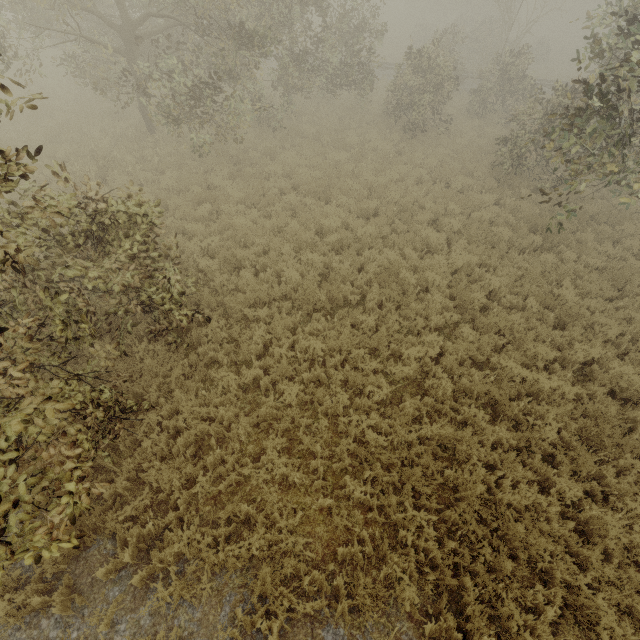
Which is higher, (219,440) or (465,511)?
(465,511)
